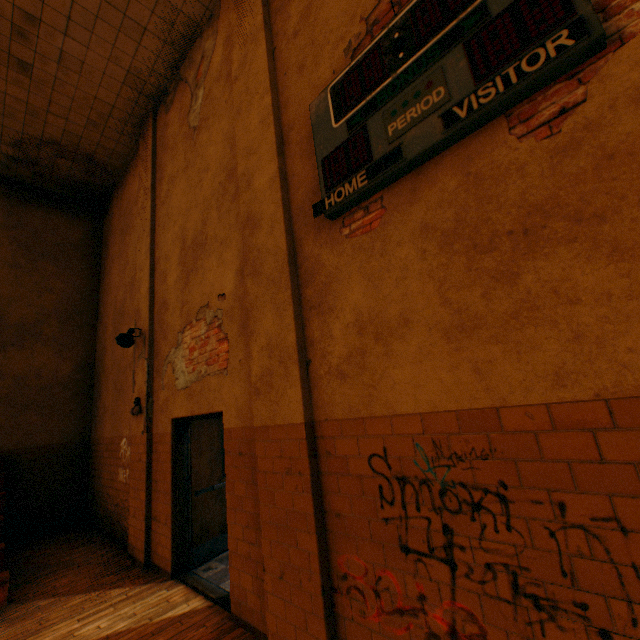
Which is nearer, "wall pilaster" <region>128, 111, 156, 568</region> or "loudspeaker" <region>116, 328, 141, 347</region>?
"wall pilaster" <region>128, 111, 156, 568</region>

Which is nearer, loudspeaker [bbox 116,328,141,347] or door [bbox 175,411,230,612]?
door [bbox 175,411,230,612]

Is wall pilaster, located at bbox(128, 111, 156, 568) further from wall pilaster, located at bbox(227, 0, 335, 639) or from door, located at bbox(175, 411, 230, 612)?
wall pilaster, located at bbox(227, 0, 335, 639)

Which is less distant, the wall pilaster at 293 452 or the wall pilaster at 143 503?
the wall pilaster at 293 452

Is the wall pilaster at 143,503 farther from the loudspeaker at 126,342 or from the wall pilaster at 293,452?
the wall pilaster at 293,452

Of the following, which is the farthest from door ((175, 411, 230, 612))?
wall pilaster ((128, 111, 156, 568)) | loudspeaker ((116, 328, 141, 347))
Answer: loudspeaker ((116, 328, 141, 347))

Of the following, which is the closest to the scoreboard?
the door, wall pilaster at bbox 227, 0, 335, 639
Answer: wall pilaster at bbox 227, 0, 335, 639

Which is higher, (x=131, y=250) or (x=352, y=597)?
(x=131, y=250)
